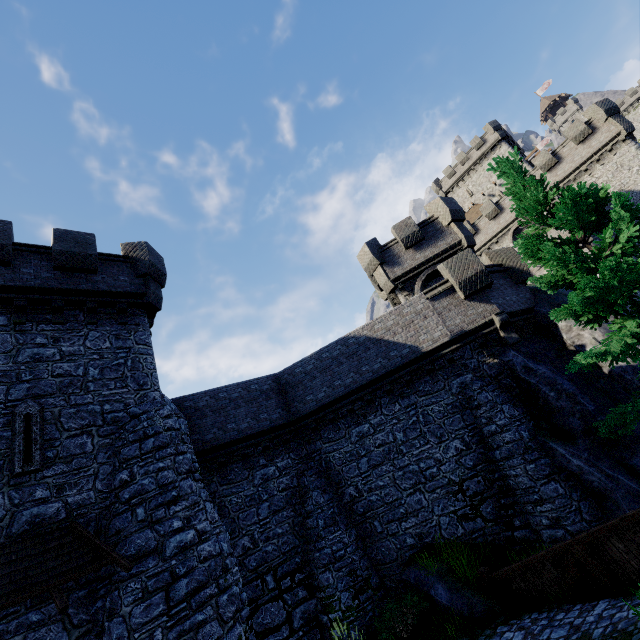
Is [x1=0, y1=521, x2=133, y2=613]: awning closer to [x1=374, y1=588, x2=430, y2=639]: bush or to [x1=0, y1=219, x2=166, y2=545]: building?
[x1=0, y1=219, x2=166, y2=545]: building

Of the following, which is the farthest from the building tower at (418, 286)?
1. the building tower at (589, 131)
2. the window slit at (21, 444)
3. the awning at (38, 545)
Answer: the window slit at (21, 444)

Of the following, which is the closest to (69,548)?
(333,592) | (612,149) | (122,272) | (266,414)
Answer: (266,414)

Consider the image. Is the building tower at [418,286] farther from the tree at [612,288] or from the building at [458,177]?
the building at [458,177]

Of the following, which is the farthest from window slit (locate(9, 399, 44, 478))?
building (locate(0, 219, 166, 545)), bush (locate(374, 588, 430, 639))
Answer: bush (locate(374, 588, 430, 639))

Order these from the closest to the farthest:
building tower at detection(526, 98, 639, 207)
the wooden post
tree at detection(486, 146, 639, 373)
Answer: tree at detection(486, 146, 639, 373) → the wooden post → building tower at detection(526, 98, 639, 207)

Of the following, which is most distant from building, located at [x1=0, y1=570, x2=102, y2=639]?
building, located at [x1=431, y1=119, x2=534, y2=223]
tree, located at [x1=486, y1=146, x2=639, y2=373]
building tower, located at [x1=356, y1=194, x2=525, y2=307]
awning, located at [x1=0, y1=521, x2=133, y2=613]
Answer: building, located at [x1=431, y1=119, x2=534, y2=223]

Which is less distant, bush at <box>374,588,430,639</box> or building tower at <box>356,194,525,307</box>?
bush at <box>374,588,430,639</box>
